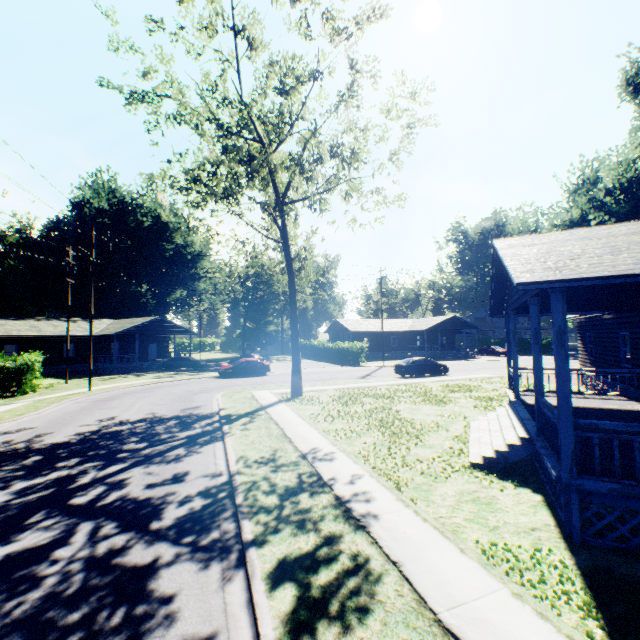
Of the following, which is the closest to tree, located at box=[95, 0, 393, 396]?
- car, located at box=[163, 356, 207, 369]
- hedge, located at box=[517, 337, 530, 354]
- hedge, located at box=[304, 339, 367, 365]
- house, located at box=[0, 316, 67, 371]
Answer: hedge, located at box=[304, 339, 367, 365]

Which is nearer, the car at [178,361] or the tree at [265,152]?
the tree at [265,152]

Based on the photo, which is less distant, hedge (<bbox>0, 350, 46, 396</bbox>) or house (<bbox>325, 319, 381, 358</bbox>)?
hedge (<bbox>0, 350, 46, 396</bbox>)

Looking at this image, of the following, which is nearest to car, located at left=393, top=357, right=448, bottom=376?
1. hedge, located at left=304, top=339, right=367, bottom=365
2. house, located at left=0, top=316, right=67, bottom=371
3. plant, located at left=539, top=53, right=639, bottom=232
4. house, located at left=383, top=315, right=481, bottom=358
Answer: hedge, located at left=304, top=339, right=367, bottom=365

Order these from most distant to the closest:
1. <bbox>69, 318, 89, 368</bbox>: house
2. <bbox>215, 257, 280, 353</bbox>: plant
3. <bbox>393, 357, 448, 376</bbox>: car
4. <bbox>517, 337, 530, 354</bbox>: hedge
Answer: <bbox>517, 337, 530, 354</bbox>: hedge < <bbox>215, 257, 280, 353</bbox>: plant < <bbox>69, 318, 89, 368</bbox>: house < <bbox>393, 357, 448, 376</bbox>: car

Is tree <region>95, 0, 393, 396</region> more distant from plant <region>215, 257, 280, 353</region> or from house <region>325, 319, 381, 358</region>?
house <region>325, 319, 381, 358</region>

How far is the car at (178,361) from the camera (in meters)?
37.88

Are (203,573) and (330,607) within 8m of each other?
yes
